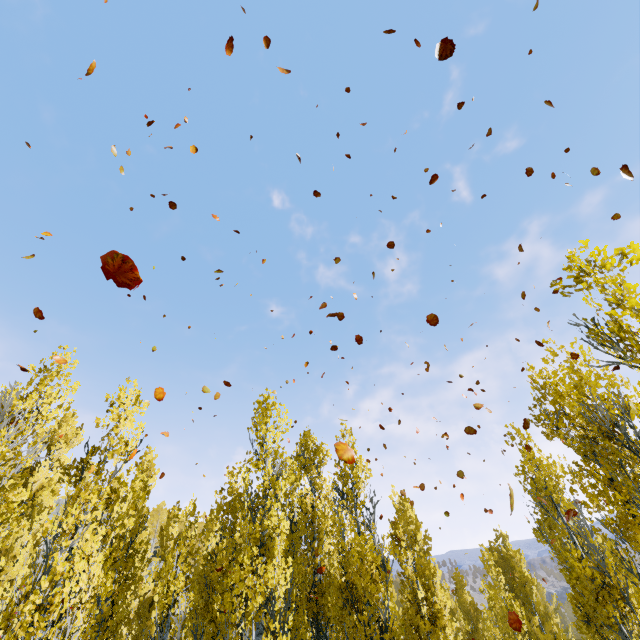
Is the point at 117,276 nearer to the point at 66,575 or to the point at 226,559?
the point at 66,575
